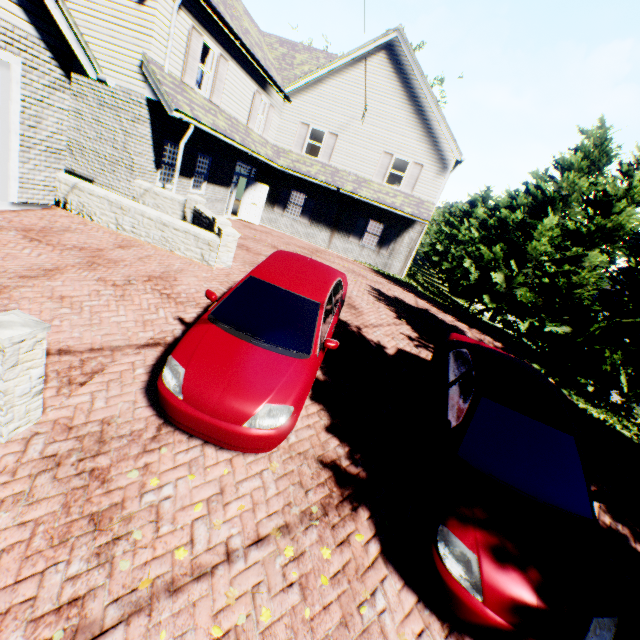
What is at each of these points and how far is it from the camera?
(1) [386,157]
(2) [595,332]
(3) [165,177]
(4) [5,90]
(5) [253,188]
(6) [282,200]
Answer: (1) shutter, 17.6m
(2) tree, 8.8m
(3) curtain, 12.3m
(4) garage door, 6.7m
(5) door, 18.0m
(6) shutter, 19.5m

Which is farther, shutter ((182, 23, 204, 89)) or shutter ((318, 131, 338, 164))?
shutter ((318, 131, 338, 164))

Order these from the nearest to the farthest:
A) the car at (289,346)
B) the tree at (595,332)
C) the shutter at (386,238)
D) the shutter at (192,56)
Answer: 1. the car at (289,346)
2. the tree at (595,332)
3. the shutter at (192,56)
4. the shutter at (386,238)

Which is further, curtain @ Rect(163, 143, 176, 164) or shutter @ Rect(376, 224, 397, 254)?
shutter @ Rect(376, 224, 397, 254)

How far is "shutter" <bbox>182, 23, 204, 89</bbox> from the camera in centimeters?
1036cm

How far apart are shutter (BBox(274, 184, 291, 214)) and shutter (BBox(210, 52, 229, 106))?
6.6m

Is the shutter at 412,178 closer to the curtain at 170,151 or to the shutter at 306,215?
the shutter at 306,215

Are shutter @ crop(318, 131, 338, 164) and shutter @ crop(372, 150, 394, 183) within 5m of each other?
yes
